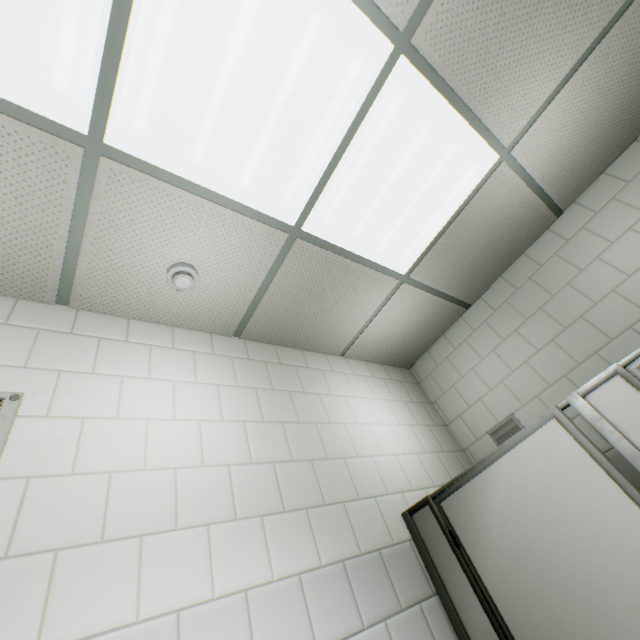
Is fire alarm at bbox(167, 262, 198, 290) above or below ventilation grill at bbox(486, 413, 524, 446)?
above

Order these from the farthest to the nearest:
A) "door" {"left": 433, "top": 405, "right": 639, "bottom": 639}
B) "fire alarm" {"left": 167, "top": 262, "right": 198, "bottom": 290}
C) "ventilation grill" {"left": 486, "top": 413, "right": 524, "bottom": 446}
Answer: "ventilation grill" {"left": 486, "top": 413, "right": 524, "bottom": 446} → "fire alarm" {"left": 167, "top": 262, "right": 198, "bottom": 290} → "door" {"left": 433, "top": 405, "right": 639, "bottom": 639}

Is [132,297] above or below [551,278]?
above

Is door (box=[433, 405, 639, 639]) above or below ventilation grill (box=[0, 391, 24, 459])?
below

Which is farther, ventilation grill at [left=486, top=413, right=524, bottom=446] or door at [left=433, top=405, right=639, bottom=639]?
ventilation grill at [left=486, top=413, right=524, bottom=446]

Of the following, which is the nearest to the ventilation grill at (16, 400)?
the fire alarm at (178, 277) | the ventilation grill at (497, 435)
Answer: the fire alarm at (178, 277)

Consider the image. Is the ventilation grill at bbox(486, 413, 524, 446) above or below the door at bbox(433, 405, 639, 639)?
above

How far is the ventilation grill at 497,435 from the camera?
2.5m
